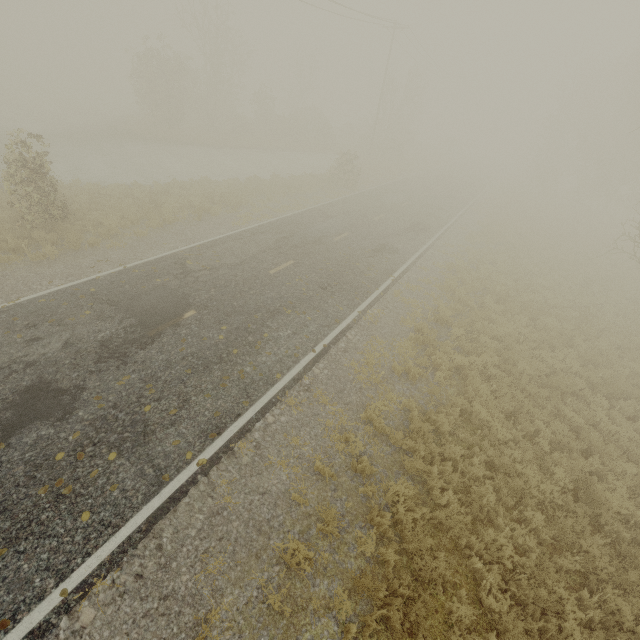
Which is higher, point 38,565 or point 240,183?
point 240,183
